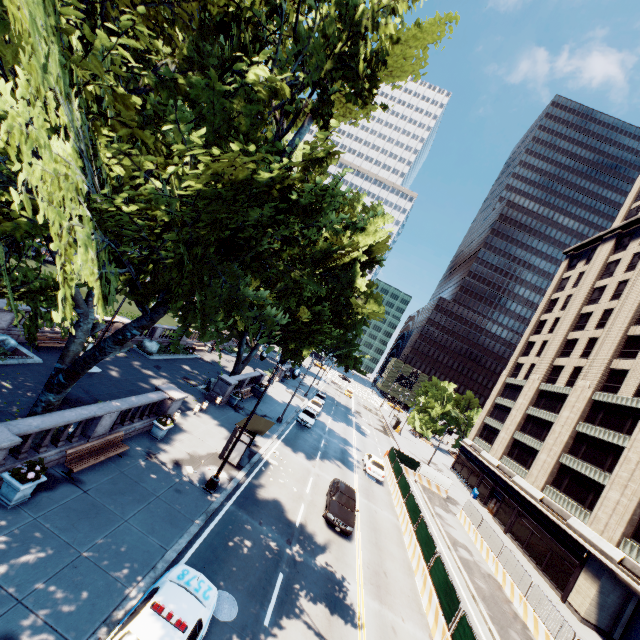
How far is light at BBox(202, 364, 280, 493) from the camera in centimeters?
1553cm

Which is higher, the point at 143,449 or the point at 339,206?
the point at 339,206

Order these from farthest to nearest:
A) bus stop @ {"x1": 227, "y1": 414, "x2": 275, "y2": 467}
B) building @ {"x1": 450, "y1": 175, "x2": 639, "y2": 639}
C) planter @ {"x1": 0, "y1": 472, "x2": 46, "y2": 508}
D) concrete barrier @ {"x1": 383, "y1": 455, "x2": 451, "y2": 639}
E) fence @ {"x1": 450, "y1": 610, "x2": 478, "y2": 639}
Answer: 1. building @ {"x1": 450, "y1": 175, "x2": 639, "y2": 639}
2. bus stop @ {"x1": 227, "y1": 414, "x2": 275, "y2": 467}
3. concrete barrier @ {"x1": 383, "y1": 455, "x2": 451, "y2": 639}
4. fence @ {"x1": 450, "y1": 610, "x2": 478, "y2": 639}
5. planter @ {"x1": 0, "y1": 472, "x2": 46, "y2": 508}

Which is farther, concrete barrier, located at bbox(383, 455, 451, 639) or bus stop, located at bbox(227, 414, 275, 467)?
bus stop, located at bbox(227, 414, 275, 467)

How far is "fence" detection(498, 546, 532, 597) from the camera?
21.3m

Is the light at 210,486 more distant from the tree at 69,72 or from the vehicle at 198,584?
the vehicle at 198,584

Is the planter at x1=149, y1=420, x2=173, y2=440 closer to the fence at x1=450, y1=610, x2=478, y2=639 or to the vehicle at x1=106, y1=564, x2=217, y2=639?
the vehicle at x1=106, y1=564, x2=217, y2=639

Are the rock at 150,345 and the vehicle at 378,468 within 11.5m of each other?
no
